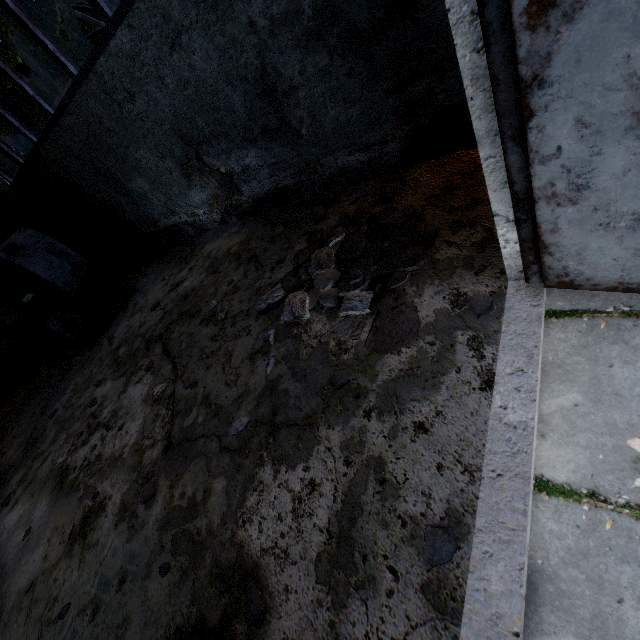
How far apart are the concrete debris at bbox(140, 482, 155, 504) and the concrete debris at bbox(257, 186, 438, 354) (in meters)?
1.45

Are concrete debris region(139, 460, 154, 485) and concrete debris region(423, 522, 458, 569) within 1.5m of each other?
no

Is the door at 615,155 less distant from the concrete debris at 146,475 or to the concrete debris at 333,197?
the concrete debris at 333,197

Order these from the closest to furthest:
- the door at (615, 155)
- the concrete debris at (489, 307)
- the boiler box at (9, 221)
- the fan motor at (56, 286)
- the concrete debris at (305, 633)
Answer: the door at (615, 155) < the concrete debris at (305, 633) < the concrete debris at (489, 307) < the fan motor at (56, 286) < the boiler box at (9, 221)

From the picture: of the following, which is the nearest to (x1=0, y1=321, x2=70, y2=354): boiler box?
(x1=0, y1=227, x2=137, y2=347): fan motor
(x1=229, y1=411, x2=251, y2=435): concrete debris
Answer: (x1=0, y1=227, x2=137, y2=347): fan motor

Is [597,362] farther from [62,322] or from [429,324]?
[62,322]

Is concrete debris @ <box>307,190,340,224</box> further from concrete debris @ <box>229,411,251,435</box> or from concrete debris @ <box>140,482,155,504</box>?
concrete debris @ <box>140,482,155,504</box>

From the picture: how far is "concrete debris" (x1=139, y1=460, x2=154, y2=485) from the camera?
2.9 meters
